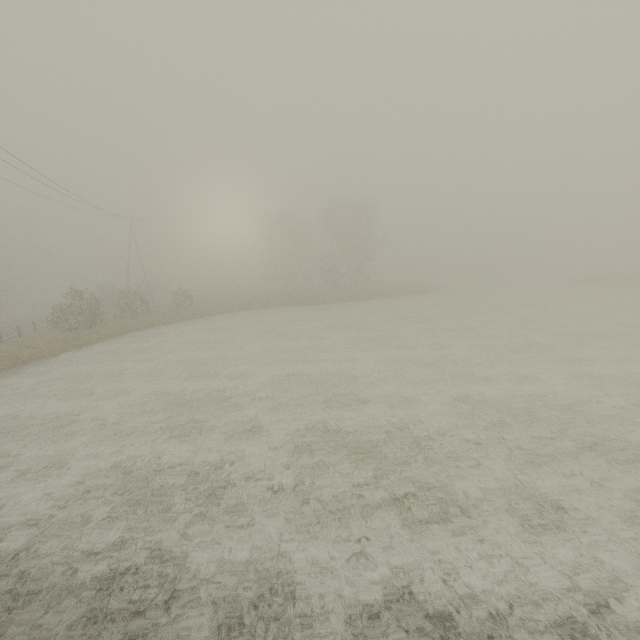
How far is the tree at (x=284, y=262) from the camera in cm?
5634

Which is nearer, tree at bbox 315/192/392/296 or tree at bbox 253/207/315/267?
tree at bbox 315/192/392/296

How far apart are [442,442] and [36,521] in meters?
9.4 m

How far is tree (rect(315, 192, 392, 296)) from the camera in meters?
46.3

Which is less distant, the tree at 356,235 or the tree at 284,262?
the tree at 356,235

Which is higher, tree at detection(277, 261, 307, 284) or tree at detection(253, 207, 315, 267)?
tree at detection(253, 207, 315, 267)

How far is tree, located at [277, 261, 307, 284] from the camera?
56.34m
